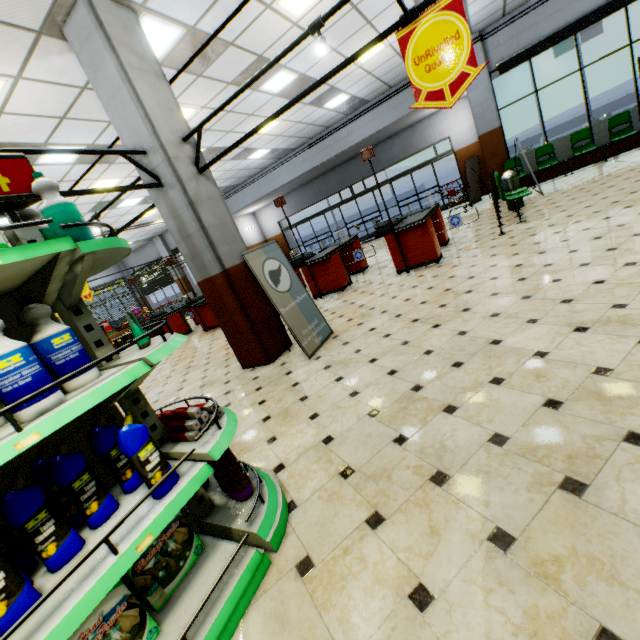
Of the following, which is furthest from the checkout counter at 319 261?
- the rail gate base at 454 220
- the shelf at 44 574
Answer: the shelf at 44 574

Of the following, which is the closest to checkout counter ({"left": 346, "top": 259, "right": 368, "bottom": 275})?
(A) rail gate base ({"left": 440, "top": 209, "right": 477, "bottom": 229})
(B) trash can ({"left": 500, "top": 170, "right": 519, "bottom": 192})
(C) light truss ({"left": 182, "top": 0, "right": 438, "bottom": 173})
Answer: (A) rail gate base ({"left": 440, "top": 209, "right": 477, "bottom": 229})

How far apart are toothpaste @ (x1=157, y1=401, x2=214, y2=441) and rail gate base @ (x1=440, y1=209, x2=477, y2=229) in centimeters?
600cm

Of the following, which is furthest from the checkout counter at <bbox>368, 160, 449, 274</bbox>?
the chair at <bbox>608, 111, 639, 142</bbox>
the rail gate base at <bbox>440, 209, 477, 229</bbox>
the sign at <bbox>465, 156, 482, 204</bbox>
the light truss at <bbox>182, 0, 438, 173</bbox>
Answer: the sign at <bbox>465, 156, 482, 204</bbox>

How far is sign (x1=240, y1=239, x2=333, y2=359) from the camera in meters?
4.3 m

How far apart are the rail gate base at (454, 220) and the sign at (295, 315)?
3.30m

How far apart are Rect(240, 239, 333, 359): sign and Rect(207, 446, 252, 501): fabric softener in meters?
2.3

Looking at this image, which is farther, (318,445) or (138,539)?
(318,445)
